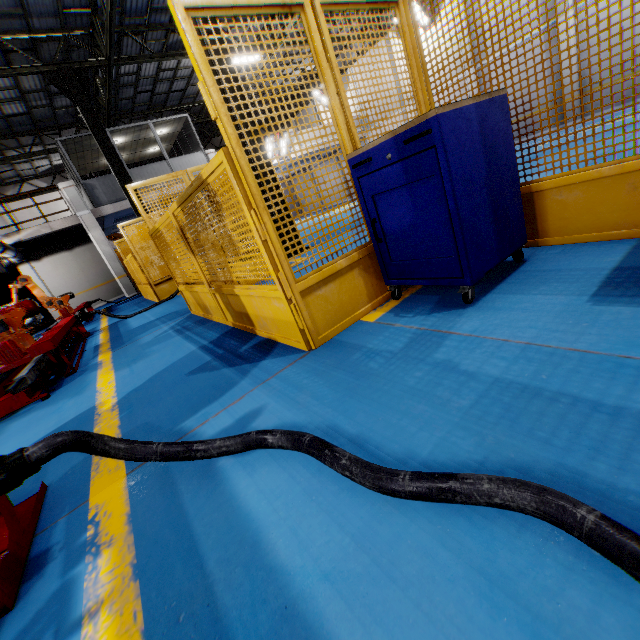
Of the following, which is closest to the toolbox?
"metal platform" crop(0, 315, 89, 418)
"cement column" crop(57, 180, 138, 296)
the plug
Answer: the plug

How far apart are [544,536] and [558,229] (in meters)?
2.54

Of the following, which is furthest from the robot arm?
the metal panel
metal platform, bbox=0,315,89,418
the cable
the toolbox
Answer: the toolbox

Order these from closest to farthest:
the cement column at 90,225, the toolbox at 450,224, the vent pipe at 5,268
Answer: the toolbox at 450,224 < the vent pipe at 5,268 < the cement column at 90,225

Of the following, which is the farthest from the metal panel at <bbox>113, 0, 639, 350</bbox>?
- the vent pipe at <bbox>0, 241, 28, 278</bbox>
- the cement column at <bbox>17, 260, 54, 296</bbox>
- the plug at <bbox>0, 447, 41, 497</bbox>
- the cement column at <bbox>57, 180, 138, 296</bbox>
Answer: the cement column at <bbox>17, 260, 54, 296</bbox>

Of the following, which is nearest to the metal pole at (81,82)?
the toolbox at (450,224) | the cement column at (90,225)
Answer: the cement column at (90,225)

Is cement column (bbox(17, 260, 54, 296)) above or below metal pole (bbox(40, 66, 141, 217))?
below

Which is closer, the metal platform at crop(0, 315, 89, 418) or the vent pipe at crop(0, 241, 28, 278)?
the metal platform at crop(0, 315, 89, 418)
